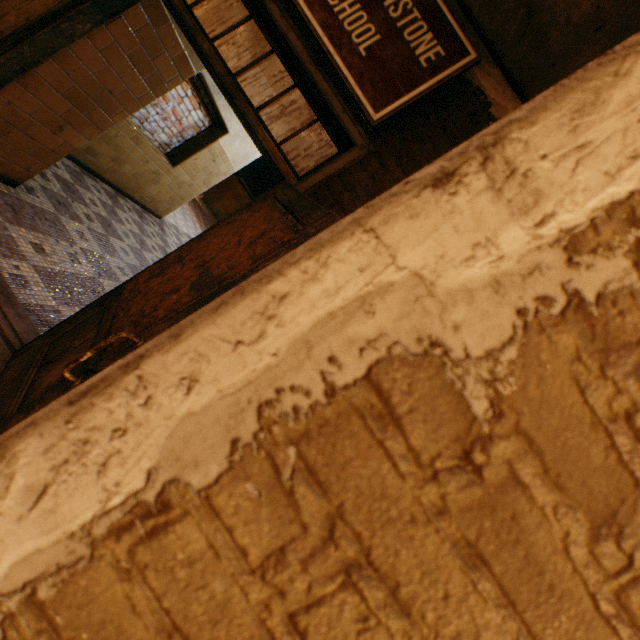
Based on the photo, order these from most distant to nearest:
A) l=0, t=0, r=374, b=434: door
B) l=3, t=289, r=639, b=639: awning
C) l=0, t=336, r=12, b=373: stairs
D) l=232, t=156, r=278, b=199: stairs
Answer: l=232, t=156, r=278, b=199: stairs < l=0, t=336, r=12, b=373: stairs < l=0, t=0, r=374, b=434: door < l=3, t=289, r=639, b=639: awning

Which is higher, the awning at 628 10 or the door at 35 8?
the awning at 628 10

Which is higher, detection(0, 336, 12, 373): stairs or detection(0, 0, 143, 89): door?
detection(0, 0, 143, 89): door

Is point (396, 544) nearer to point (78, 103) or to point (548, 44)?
point (548, 44)

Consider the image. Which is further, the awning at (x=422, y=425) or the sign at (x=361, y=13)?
Answer: the sign at (x=361, y=13)

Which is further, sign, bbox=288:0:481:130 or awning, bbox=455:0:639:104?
sign, bbox=288:0:481:130

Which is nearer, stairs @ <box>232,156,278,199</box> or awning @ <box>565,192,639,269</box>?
awning @ <box>565,192,639,269</box>
